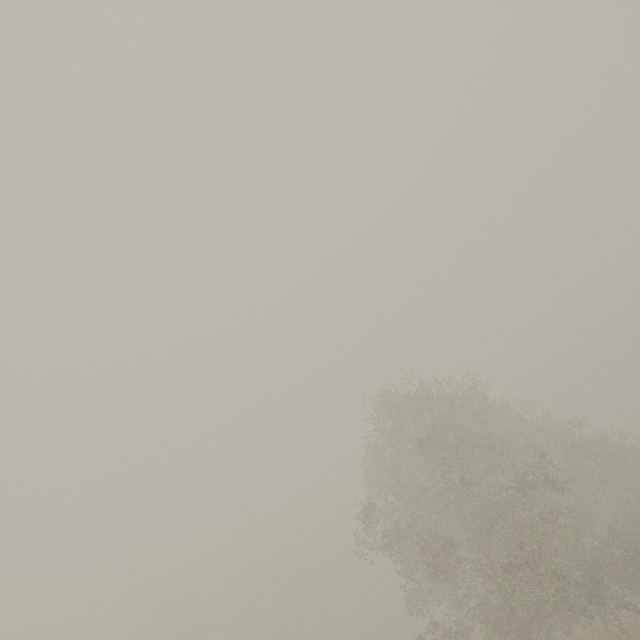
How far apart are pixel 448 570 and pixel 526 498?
5.9m
